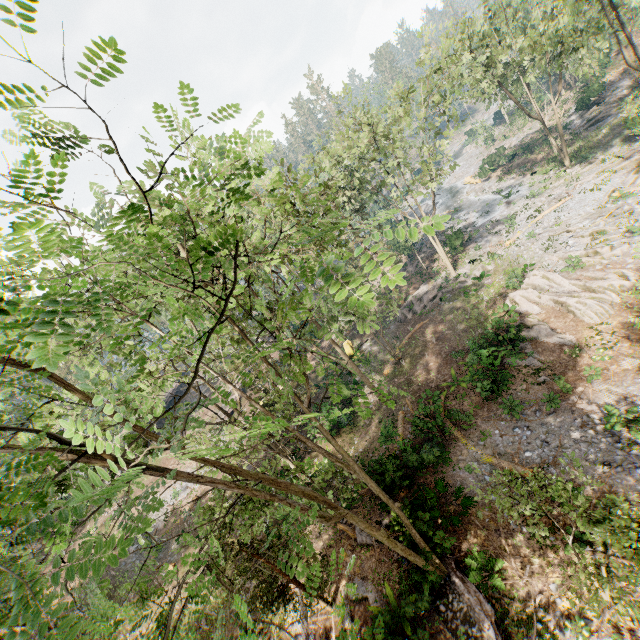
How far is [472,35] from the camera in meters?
26.1

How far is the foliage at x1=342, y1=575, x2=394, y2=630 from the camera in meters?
10.3

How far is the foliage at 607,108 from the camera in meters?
35.6

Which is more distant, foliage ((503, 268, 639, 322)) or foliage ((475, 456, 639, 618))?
foliage ((503, 268, 639, 322))

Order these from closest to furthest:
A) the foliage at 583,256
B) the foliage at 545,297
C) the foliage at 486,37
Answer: the foliage at 545,297, the foliage at 583,256, the foliage at 486,37

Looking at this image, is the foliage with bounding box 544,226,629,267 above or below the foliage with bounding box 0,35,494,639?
below

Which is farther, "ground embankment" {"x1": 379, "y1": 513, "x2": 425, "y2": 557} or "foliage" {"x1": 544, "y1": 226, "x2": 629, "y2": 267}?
"foliage" {"x1": 544, "y1": 226, "x2": 629, "y2": 267}

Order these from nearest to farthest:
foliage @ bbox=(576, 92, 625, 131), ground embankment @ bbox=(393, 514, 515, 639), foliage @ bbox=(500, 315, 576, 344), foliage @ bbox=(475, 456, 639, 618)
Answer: foliage @ bbox=(475, 456, 639, 618), ground embankment @ bbox=(393, 514, 515, 639), foliage @ bbox=(500, 315, 576, 344), foliage @ bbox=(576, 92, 625, 131)
